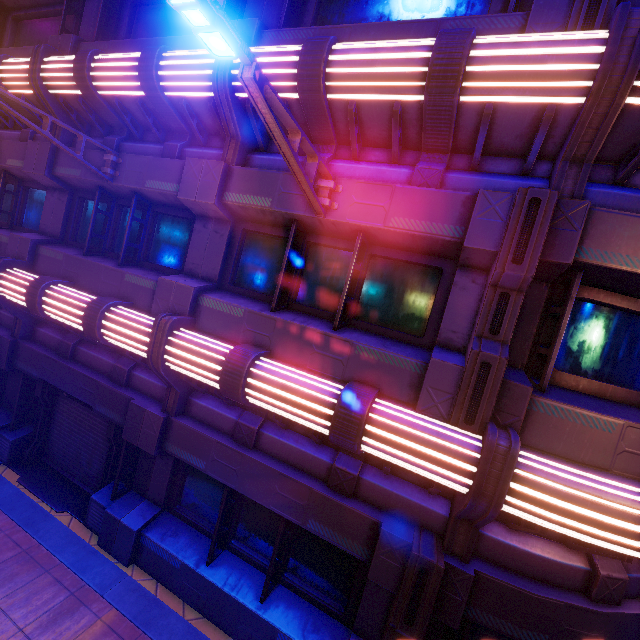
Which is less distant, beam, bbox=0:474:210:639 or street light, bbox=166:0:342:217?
street light, bbox=166:0:342:217

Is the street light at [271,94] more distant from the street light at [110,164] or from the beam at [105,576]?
the beam at [105,576]

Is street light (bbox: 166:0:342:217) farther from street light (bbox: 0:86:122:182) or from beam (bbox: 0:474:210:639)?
beam (bbox: 0:474:210:639)

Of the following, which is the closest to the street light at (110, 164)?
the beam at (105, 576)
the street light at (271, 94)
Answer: the street light at (271, 94)

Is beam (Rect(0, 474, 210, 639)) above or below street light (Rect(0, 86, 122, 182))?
below

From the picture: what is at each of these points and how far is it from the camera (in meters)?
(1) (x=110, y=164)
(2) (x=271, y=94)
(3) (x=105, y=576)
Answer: (1) street light, 6.61
(2) street light, 3.17
(3) beam, 5.76

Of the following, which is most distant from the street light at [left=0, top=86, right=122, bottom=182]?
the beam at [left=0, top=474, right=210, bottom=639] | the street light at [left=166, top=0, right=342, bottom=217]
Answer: the beam at [left=0, top=474, right=210, bottom=639]
